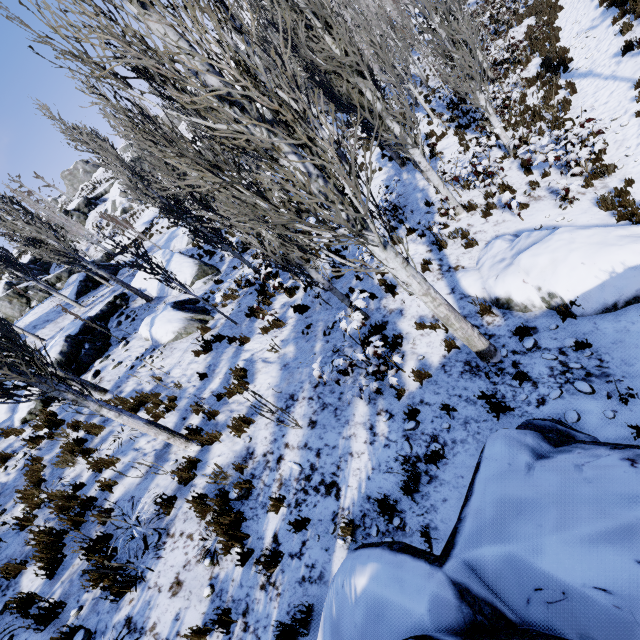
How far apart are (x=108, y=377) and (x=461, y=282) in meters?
10.7 m

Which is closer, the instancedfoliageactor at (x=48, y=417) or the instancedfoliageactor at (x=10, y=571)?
the instancedfoliageactor at (x=10, y=571)

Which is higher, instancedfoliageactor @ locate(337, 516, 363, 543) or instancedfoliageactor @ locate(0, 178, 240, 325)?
instancedfoliageactor @ locate(0, 178, 240, 325)

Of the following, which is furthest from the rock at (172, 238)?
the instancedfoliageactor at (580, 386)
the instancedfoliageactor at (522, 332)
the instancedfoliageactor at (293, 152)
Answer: the instancedfoliageactor at (580, 386)

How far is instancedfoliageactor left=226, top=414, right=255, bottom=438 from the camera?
6.7m

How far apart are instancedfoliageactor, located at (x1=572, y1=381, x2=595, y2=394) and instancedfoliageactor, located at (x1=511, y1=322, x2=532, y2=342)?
0.9m

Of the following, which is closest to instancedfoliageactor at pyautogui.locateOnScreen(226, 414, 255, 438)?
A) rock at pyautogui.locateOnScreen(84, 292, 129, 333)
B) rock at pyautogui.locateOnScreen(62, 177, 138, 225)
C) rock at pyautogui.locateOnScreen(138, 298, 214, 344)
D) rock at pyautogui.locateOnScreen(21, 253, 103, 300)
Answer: rock at pyautogui.locateOnScreen(84, 292, 129, 333)

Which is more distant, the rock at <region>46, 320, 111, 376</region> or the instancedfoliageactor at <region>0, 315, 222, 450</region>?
the rock at <region>46, 320, 111, 376</region>
